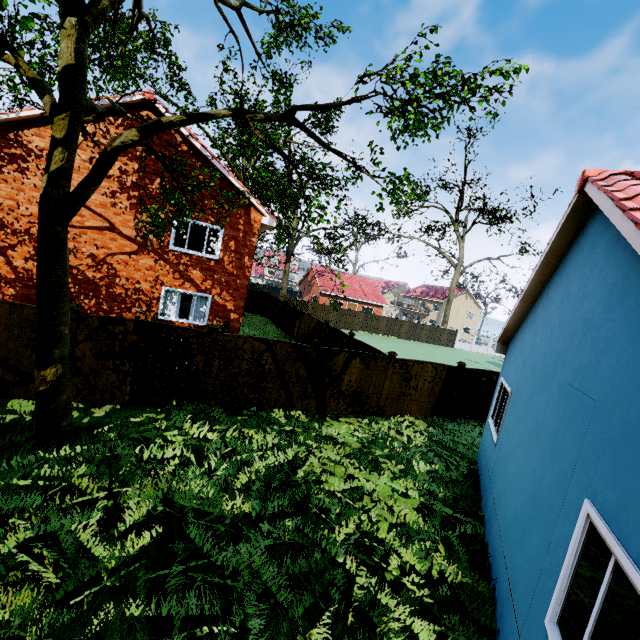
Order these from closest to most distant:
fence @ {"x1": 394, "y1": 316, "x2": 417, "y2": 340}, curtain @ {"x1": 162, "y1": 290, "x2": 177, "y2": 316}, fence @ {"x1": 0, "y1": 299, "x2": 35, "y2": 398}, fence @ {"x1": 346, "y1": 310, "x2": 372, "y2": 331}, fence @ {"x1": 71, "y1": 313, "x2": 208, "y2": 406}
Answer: fence @ {"x1": 0, "y1": 299, "x2": 35, "y2": 398}, fence @ {"x1": 71, "y1": 313, "x2": 208, "y2": 406}, curtain @ {"x1": 162, "y1": 290, "x2": 177, "y2": 316}, fence @ {"x1": 346, "y1": 310, "x2": 372, "y2": 331}, fence @ {"x1": 394, "y1": 316, "x2": 417, "y2": 340}

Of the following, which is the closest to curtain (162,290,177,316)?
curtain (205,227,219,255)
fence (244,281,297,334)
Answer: curtain (205,227,219,255)

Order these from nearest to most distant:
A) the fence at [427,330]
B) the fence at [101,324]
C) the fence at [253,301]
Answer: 1. the fence at [101,324]
2. the fence at [253,301]
3. the fence at [427,330]

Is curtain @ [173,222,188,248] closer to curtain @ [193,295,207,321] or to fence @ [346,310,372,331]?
curtain @ [193,295,207,321]

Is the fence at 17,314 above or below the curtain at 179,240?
below

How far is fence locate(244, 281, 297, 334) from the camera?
25.2m

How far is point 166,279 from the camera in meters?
13.6

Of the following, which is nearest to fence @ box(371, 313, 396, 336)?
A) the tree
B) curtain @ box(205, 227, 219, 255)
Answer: the tree
